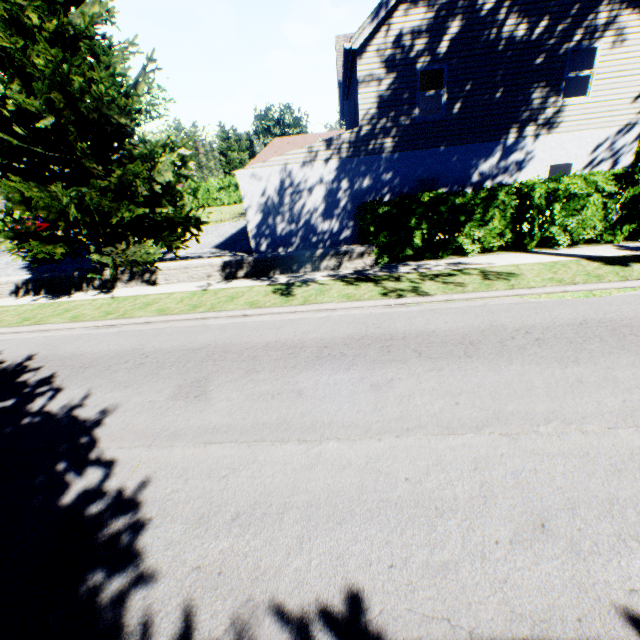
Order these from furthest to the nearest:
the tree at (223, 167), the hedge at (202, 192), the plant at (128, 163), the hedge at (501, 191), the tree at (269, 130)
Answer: the tree at (269, 130) < the tree at (223, 167) < the hedge at (202, 192) < the hedge at (501, 191) < the plant at (128, 163)

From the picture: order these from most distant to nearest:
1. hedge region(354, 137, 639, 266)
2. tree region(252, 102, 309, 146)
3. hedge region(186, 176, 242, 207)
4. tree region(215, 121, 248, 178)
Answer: tree region(252, 102, 309, 146) < tree region(215, 121, 248, 178) < hedge region(186, 176, 242, 207) < hedge region(354, 137, 639, 266)

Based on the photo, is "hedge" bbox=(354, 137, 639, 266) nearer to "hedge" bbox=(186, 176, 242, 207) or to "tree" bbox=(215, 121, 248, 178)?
"hedge" bbox=(186, 176, 242, 207)

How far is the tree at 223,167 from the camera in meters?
49.8

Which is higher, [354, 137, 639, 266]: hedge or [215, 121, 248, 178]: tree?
[215, 121, 248, 178]: tree

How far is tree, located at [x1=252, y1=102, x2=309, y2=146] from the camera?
56.91m

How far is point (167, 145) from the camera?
11.70m

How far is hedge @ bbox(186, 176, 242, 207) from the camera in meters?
37.3 m
